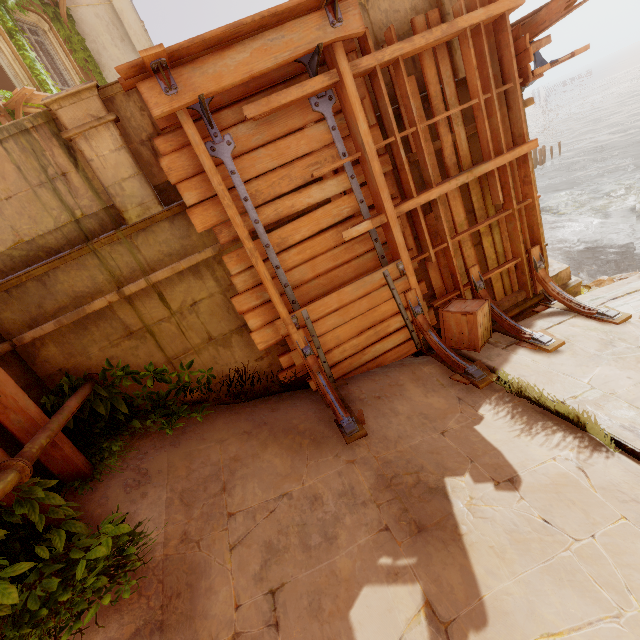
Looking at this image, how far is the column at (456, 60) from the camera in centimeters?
465cm

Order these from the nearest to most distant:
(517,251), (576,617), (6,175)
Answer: (576,617) → (6,175) → (517,251)

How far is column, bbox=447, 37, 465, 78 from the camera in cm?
465

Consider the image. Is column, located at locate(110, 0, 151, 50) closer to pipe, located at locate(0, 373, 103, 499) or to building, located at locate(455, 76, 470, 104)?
building, located at locate(455, 76, 470, 104)

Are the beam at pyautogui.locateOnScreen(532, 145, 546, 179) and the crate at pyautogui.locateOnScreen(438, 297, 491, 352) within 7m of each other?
no

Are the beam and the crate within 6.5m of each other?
no

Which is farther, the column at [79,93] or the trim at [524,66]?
the trim at [524,66]

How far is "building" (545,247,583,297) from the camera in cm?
601
